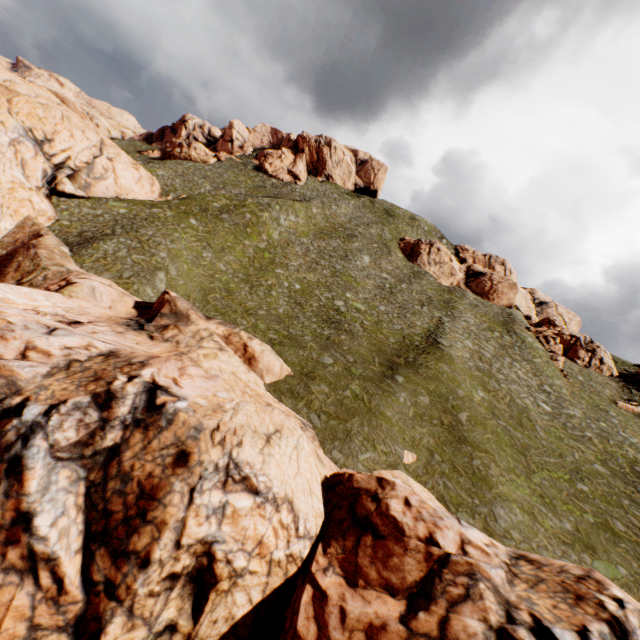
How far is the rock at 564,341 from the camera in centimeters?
4747cm

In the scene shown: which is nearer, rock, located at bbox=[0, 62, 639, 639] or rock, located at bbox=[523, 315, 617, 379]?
rock, located at bbox=[0, 62, 639, 639]

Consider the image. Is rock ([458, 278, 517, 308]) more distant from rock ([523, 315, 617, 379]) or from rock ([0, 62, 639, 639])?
rock ([0, 62, 639, 639])

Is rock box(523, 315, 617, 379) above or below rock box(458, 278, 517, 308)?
below

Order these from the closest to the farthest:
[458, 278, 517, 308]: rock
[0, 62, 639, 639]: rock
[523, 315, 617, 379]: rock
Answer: [0, 62, 639, 639]: rock, [523, 315, 617, 379]: rock, [458, 278, 517, 308]: rock

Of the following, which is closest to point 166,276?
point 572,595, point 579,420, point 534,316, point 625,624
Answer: point 572,595

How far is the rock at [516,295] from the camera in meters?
57.4
